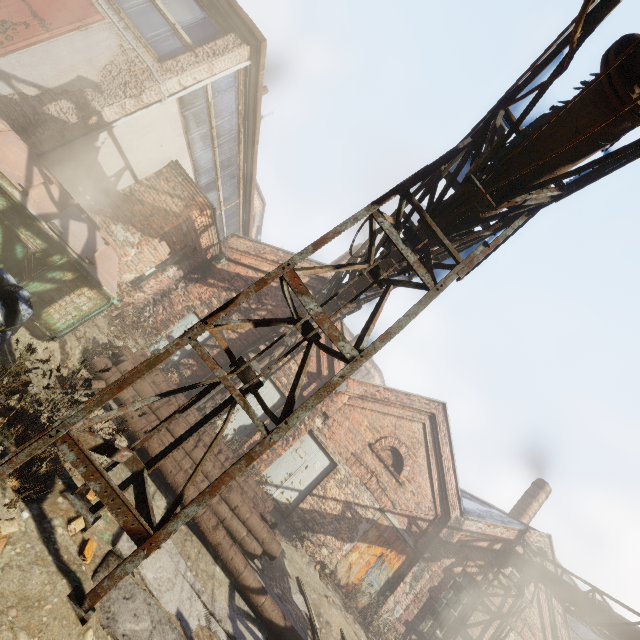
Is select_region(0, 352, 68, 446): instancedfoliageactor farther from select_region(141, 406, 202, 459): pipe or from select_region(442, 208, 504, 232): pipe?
select_region(442, 208, 504, 232): pipe

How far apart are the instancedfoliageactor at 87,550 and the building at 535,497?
18.1 meters

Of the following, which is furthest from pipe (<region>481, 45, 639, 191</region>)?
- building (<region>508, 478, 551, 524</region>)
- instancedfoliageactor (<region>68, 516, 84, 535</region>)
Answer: instancedfoliageactor (<region>68, 516, 84, 535</region>)

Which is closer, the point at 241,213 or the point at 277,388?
the point at 277,388

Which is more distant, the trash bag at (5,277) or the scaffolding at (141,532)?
the trash bag at (5,277)

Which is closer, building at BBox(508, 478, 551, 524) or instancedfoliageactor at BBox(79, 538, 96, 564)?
instancedfoliageactor at BBox(79, 538, 96, 564)

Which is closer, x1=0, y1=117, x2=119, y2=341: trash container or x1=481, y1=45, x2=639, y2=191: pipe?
x1=481, y1=45, x2=639, y2=191: pipe

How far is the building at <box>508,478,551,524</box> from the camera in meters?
15.6 m
